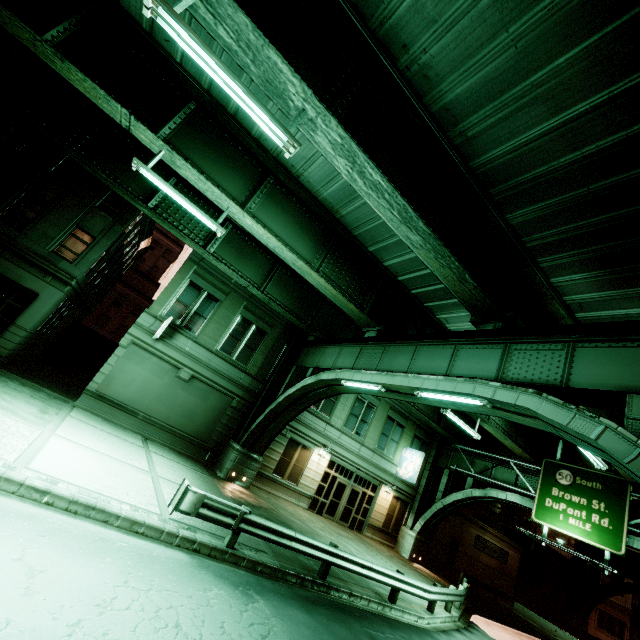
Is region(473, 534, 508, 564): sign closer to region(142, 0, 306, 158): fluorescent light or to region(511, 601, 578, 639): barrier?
region(511, 601, 578, 639): barrier

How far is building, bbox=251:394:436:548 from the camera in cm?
2042

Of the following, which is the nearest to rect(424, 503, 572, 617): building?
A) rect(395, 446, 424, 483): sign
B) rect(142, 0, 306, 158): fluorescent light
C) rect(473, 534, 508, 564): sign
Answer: rect(473, 534, 508, 564): sign

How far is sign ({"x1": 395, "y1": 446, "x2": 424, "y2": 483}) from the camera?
23.64m

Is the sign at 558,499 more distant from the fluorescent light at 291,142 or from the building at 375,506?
the fluorescent light at 291,142

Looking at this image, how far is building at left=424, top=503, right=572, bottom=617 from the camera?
27.66m

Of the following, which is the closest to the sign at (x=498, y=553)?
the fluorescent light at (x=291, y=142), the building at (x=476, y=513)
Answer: the building at (x=476, y=513)

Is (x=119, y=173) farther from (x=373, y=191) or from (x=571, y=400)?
(x=571, y=400)
